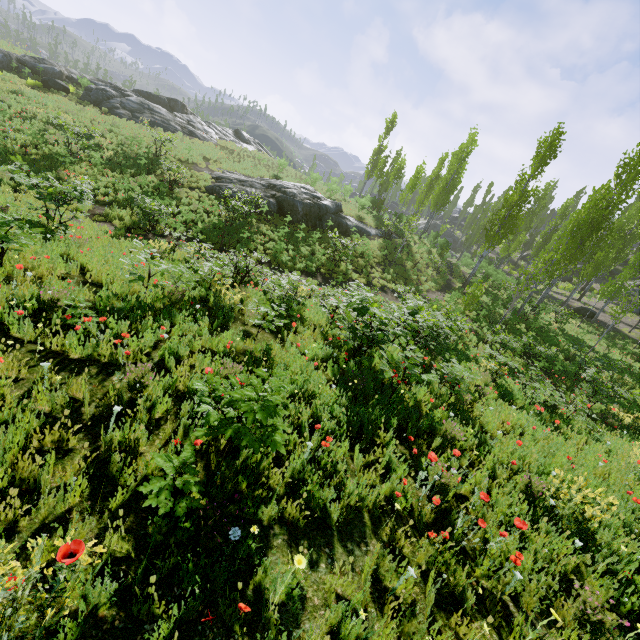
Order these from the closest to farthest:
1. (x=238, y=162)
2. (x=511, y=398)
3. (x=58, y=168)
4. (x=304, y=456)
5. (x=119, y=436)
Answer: (x=119, y=436), (x=304, y=456), (x=511, y=398), (x=58, y=168), (x=238, y=162)

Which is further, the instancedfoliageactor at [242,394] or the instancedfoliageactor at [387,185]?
the instancedfoliageactor at [387,185]

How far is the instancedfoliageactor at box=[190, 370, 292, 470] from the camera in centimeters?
303cm

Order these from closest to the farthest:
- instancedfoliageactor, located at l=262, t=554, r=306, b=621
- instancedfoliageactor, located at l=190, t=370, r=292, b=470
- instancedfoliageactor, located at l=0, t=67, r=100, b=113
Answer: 1. instancedfoliageactor, located at l=262, t=554, r=306, b=621
2. instancedfoliageactor, located at l=190, t=370, r=292, b=470
3. instancedfoliageactor, located at l=0, t=67, r=100, b=113

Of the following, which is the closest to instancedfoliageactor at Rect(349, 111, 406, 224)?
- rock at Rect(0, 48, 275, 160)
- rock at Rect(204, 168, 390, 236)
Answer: rock at Rect(204, 168, 390, 236)

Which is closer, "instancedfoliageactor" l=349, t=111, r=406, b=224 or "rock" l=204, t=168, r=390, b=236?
"rock" l=204, t=168, r=390, b=236

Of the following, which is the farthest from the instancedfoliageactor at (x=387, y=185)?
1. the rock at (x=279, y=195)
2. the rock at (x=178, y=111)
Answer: the rock at (x=178, y=111)
